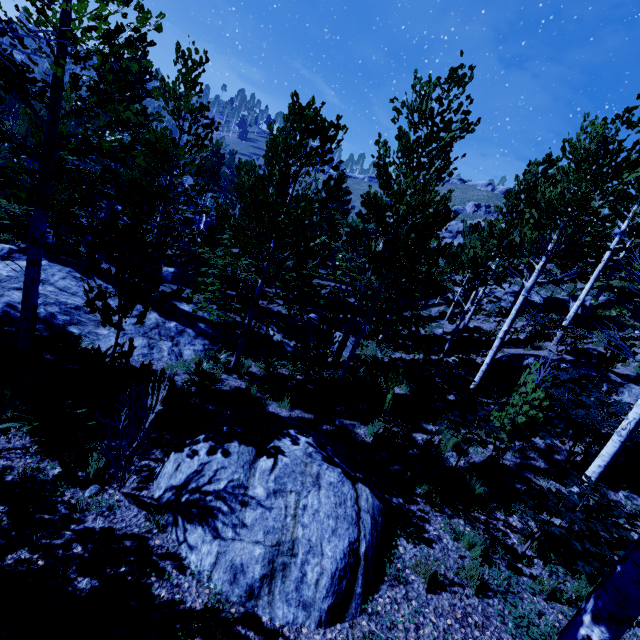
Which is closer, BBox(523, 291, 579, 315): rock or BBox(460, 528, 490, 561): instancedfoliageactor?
BBox(460, 528, 490, 561): instancedfoliageactor

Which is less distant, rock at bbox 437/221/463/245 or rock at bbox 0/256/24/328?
rock at bbox 0/256/24/328

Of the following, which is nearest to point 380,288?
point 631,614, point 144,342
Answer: point 631,614

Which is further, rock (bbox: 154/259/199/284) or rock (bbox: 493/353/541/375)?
rock (bbox: 154/259/199/284)

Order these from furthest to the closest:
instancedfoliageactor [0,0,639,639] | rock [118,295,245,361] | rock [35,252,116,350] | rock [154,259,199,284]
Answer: rock [154,259,199,284] → rock [118,295,245,361] → rock [35,252,116,350] → instancedfoliageactor [0,0,639,639]

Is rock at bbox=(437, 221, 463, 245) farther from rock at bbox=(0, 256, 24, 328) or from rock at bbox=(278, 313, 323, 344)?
rock at bbox=(0, 256, 24, 328)

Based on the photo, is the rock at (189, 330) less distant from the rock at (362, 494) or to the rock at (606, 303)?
the rock at (362, 494)

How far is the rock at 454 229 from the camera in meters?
42.6
